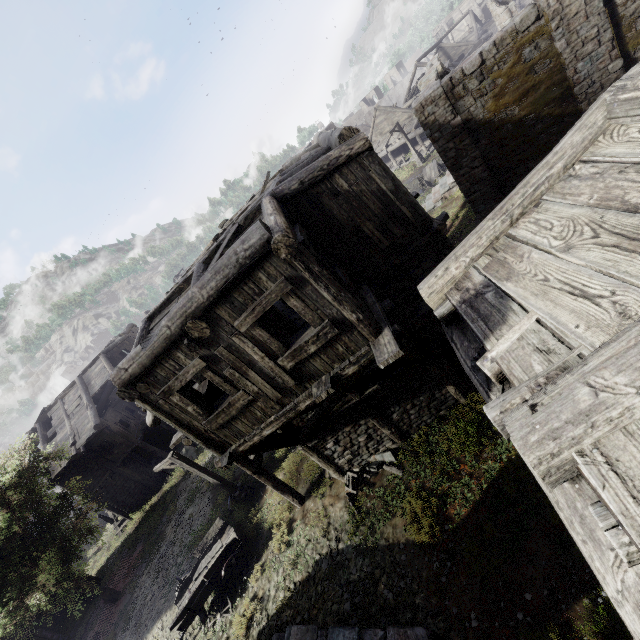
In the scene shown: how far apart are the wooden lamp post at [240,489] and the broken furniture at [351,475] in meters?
6.3 m

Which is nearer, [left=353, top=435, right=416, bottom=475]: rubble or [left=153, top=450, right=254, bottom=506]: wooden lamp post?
[left=353, top=435, right=416, bottom=475]: rubble

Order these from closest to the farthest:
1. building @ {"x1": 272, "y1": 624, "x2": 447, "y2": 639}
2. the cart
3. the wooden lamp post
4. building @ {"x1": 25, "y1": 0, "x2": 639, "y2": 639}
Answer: building @ {"x1": 25, "y1": 0, "x2": 639, "y2": 639} < building @ {"x1": 272, "y1": 624, "x2": 447, "y2": 639} < the cart < the wooden lamp post

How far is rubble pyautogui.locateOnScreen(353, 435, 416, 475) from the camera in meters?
10.1

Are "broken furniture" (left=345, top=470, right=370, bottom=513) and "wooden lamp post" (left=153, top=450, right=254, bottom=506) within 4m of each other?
no

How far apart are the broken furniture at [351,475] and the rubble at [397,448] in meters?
0.0 m

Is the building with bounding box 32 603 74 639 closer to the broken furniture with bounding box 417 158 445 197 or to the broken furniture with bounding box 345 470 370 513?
the broken furniture with bounding box 345 470 370 513

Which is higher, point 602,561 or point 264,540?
point 602,561
